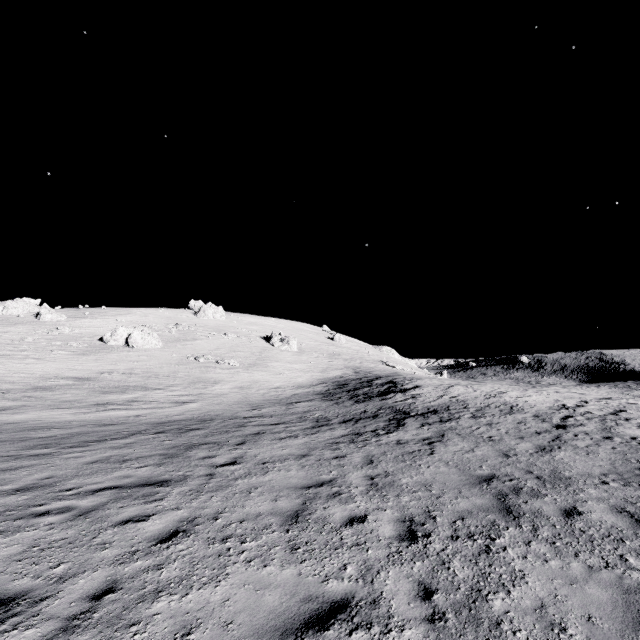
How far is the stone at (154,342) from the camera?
43.2 meters

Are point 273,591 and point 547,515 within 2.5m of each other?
no

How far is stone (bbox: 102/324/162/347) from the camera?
43.2m
